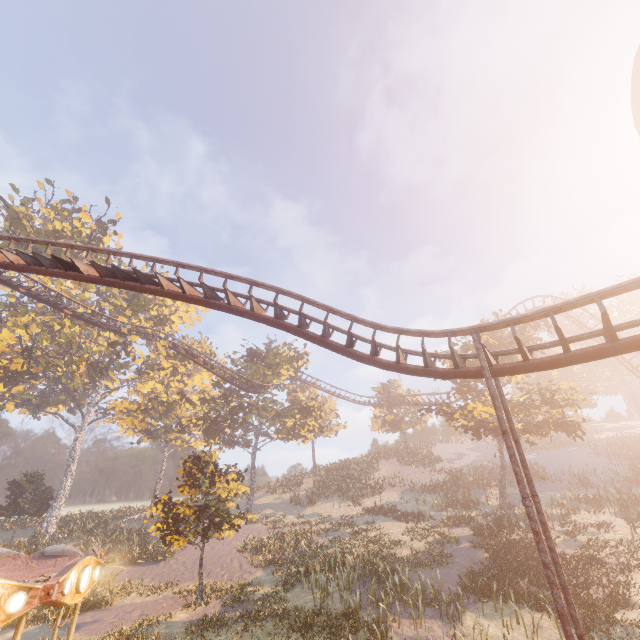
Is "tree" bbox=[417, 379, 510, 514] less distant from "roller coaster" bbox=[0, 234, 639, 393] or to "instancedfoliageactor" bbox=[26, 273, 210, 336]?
"roller coaster" bbox=[0, 234, 639, 393]

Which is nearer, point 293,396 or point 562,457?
point 293,396

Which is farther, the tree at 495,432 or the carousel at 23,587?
the tree at 495,432

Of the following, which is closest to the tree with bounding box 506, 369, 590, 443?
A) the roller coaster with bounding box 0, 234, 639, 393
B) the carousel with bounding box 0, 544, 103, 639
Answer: the roller coaster with bounding box 0, 234, 639, 393

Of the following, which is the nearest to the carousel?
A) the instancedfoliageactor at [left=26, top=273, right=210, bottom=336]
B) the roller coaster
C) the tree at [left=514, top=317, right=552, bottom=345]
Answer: the instancedfoliageactor at [left=26, top=273, right=210, bottom=336]

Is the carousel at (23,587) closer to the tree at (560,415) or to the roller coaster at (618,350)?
the roller coaster at (618,350)

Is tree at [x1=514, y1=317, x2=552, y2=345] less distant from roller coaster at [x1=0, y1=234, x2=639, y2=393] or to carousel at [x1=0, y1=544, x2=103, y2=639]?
roller coaster at [x1=0, y1=234, x2=639, y2=393]
